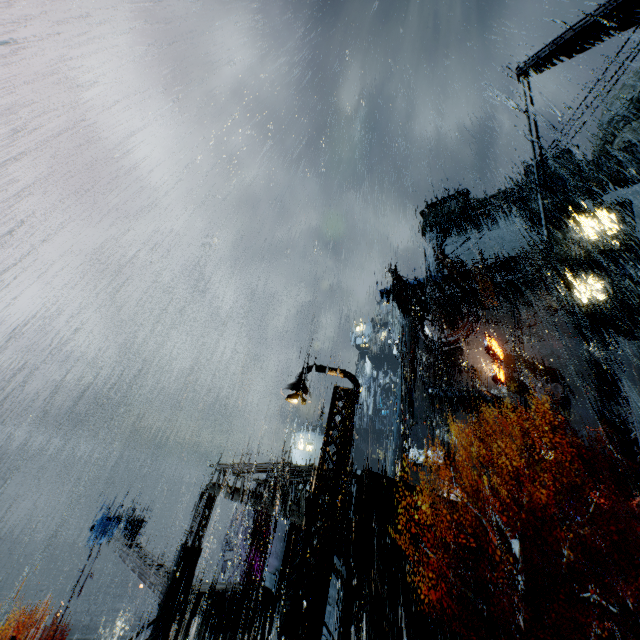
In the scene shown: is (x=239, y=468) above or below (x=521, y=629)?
above

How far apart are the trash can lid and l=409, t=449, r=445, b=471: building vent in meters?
26.8 m

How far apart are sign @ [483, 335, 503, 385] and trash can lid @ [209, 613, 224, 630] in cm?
3190

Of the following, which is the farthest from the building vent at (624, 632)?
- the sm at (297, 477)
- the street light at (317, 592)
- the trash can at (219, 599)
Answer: the street light at (317, 592)

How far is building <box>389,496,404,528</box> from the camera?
21.28m

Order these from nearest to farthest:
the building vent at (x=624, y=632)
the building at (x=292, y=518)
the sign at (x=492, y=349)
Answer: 1. the building at (x=292, y=518)
2. the building vent at (x=624, y=632)
3. the sign at (x=492, y=349)

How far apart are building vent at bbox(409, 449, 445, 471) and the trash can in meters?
25.6
